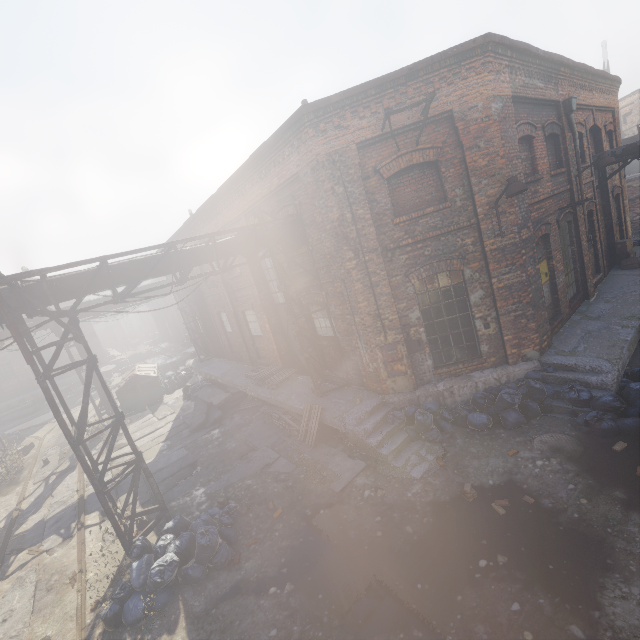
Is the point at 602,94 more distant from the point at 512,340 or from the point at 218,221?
the point at 218,221

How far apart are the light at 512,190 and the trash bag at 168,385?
18.9m

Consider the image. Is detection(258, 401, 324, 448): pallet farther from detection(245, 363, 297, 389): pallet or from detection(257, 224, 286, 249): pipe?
detection(257, 224, 286, 249): pipe

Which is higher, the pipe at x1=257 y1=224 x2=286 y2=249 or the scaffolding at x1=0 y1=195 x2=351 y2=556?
the pipe at x1=257 y1=224 x2=286 y2=249

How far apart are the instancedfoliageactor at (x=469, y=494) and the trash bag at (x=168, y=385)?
17.9 meters

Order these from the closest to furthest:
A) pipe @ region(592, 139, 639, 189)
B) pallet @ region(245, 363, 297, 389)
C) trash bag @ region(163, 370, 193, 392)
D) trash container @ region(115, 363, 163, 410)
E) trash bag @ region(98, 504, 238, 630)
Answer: trash bag @ region(98, 504, 238, 630) → pipe @ region(592, 139, 639, 189) → pallet @ region(245, 363, 297, 389) → trash container @ region(115, 363, 163, 410) → trash bag @ region(163, 370, 193, 392)

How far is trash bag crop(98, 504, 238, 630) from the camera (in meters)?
5.65

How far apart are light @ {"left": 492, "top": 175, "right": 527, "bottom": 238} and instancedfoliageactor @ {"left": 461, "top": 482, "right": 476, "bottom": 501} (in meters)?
5.60
